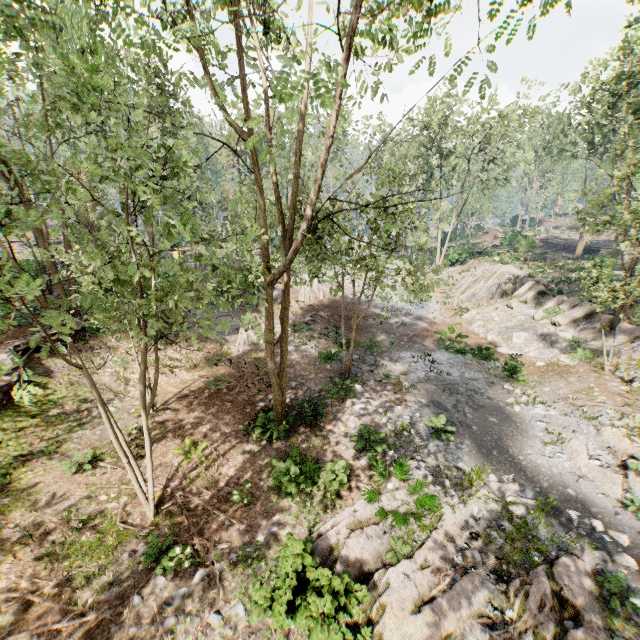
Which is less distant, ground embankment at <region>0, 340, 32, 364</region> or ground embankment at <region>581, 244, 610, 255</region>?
ground embankment at <region>0, 340, 32, 364</region>

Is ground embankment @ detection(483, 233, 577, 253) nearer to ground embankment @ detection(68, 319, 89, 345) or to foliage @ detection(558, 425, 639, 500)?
foliage @ detection(558, 425, 639, 500)

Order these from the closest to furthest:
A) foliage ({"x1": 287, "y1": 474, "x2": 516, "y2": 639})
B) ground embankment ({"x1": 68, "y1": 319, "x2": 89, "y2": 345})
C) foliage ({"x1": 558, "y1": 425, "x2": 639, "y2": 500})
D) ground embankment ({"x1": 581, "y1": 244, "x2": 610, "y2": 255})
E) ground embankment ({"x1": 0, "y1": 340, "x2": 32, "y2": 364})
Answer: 1. foliage ({"x1": 287, "y1": 474, "x2": 516, "y2": 639})
2. foliage ({"x1": 558, "y1": 425, "x2": 639, "y2": 500})
3. ground embankment ({"x1": 0, "y1": 340, "x2": 32, "y2": 364})
4. ground embankment ({"x1": 68, "y1": 319, "x2": 89, "y2": 345})
5. ground embankment ({"x1": 581, "y1": 244, "x2": 610, "y2": 255})

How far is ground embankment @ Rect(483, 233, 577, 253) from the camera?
34.4m

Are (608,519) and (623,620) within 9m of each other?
yes

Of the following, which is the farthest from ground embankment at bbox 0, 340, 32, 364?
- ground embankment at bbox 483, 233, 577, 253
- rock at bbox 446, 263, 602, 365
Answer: ground embankment at bbox 483, 233, 577, 253

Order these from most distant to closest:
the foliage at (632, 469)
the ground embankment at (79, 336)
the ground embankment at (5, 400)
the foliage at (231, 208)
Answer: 1. the ground embankment at (79, 336)
2. the ground embankment at (5, 400)
3. the foliage at (632, 469)
4. the foliage at (231, 208)

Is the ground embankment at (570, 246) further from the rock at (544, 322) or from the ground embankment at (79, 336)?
the ground embankment at (79, 336)
